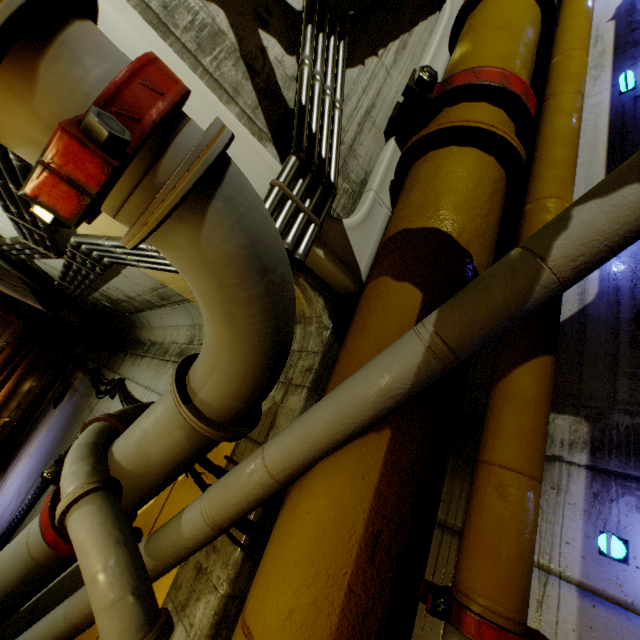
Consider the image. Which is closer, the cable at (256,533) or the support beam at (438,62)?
the cable at (256,533)

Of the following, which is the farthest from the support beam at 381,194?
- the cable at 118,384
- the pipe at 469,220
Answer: the cable at 118,384

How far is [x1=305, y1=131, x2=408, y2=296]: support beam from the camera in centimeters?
226cm

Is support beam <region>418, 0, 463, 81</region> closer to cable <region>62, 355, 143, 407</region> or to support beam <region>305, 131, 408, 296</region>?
support beam <region>305, 131, 408, 296</region>

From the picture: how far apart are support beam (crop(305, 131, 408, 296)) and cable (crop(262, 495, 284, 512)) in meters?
1.6 m

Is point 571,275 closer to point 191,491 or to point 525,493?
point 525,493

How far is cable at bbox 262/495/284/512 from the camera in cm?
180
